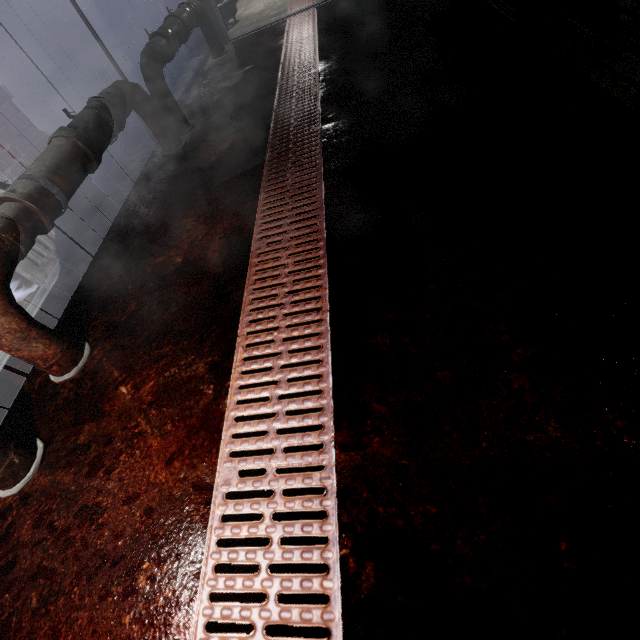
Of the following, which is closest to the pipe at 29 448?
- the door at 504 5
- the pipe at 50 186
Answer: the pipe at 50 186

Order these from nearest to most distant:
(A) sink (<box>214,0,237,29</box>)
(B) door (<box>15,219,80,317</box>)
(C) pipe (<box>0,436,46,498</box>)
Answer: (C) pipe (<box>0,436,46,498</box>), (B) door (<box>15,219,80,317</box>), (A) sink (<box>214,0,237,29</box>)

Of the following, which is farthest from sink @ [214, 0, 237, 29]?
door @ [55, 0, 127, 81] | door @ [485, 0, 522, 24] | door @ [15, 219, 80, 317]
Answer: door @ [15, 219, 80, 317]

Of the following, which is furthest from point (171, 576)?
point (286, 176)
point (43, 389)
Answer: point (286, 176)

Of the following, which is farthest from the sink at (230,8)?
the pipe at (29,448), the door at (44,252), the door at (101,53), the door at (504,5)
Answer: the pipe at (29,448)

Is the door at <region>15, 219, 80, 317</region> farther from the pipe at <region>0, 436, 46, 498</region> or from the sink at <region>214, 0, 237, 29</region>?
the sink at <region>214, 0, 237, 29</region>

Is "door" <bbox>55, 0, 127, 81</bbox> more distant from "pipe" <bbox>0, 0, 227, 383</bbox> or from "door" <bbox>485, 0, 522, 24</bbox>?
"door" <bbox>485, 0, 522, 24</bbox>

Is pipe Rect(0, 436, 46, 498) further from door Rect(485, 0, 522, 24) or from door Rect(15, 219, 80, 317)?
door Rect(485, 0, 522, 24)
